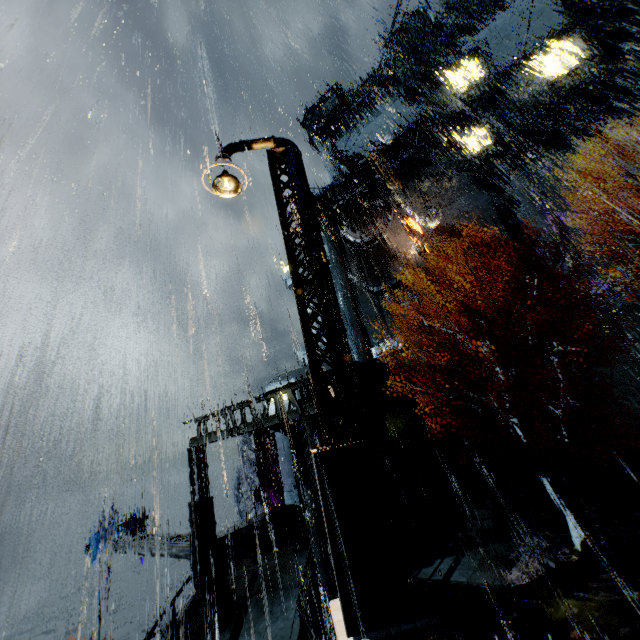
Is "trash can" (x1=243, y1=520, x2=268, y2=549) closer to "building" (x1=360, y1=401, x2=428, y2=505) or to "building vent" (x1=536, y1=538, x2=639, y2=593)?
"building" (x1=360, y1=401, x2=428, y2=505)

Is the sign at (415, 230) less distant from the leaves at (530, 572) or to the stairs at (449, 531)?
the stairs at (449, 531)

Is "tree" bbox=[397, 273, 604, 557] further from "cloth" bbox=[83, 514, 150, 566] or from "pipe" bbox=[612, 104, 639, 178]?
"cloth" bbox=[83, 514, 150, 566]

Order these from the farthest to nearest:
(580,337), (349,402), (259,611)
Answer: (580,337)
(259,611)
(349,402)

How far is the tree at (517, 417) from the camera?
12.0 meters

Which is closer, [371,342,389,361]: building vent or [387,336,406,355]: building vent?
[387,336,406,355]: building vent

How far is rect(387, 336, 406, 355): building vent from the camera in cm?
3885

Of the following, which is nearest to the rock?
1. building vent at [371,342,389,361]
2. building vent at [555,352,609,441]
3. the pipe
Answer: the pipe
